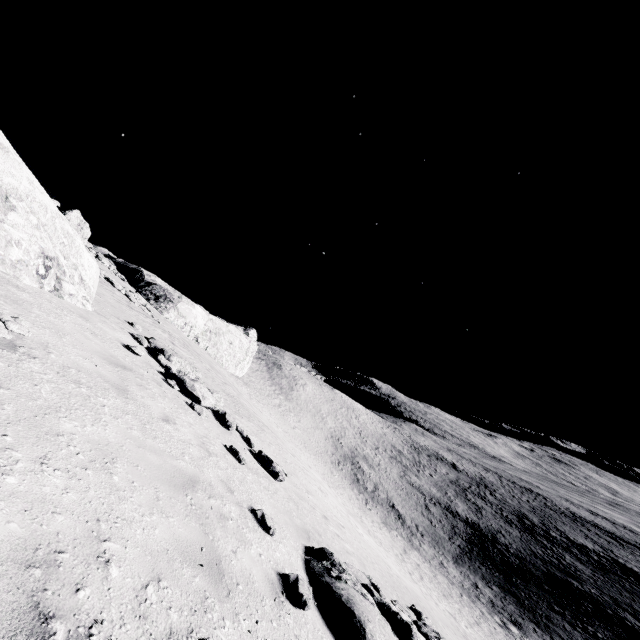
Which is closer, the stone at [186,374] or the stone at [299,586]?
the stone at [299,586]

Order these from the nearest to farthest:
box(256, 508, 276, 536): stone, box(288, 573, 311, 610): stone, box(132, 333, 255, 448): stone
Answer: box(288, 573, 311, 610): stone → box(256, 508, 276, 536): stone → box(132, 333, 255, 448): stone

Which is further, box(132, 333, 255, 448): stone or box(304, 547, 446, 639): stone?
box(132, 333, 255, 448): stone

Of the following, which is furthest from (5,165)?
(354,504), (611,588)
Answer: (611,588)

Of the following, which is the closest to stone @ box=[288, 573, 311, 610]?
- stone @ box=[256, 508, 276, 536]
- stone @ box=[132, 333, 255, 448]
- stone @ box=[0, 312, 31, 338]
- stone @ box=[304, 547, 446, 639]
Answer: stone @ box=[304, 547, 446, 639]

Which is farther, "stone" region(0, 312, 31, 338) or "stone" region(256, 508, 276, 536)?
"stone" region(256, 508, 276, 536)

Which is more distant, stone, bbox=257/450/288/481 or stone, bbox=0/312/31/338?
stone, bbox=257/450/288/481

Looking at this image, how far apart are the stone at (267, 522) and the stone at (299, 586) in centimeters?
99cm
